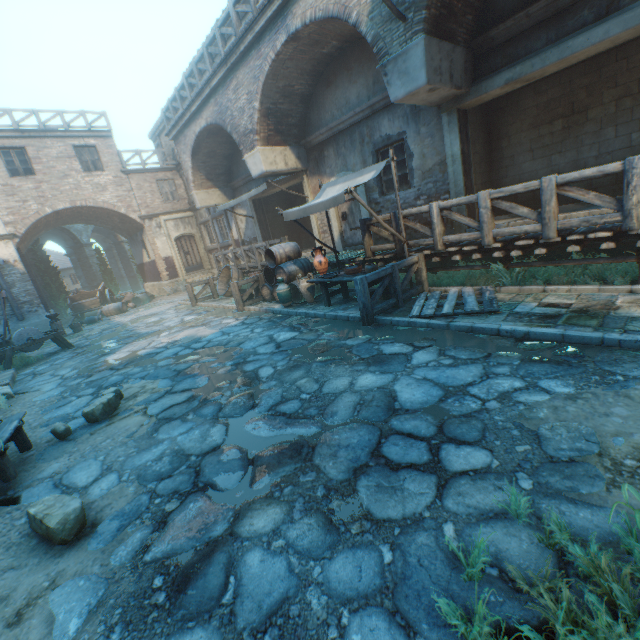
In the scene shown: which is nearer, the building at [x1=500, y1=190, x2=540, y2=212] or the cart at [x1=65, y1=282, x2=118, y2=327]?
the building at [x1=500, y1=190, x2=540, y2=212]

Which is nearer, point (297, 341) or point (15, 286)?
point (297, 341)

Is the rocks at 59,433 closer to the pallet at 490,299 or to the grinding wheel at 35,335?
the pallet at 490,299

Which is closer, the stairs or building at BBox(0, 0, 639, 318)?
building at BBox(0, 0, 639, 318)

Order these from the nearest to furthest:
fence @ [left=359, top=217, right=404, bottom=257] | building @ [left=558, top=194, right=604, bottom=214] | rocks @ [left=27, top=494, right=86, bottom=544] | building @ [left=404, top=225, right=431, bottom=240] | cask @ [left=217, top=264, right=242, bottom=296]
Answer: rocks @ [left=27, top=494, right=86, bottom=544] → building @ [left=558, top=194, right=604, bottom=214] → fence @ [left=359, top=217, right=404, bottom=257] → building @ [left=404, top=225, right=431, bottom=240] → cask @ [left=217, top=264, right=242, bottom=296]

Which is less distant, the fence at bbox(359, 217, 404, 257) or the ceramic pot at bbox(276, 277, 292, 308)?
the fence at bbox(359, 217, 404, 257)

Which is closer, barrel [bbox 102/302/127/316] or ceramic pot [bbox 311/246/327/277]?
ceramic pot [bbox 311/246/327/277]

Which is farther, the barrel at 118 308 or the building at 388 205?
the barrel at 118 308
